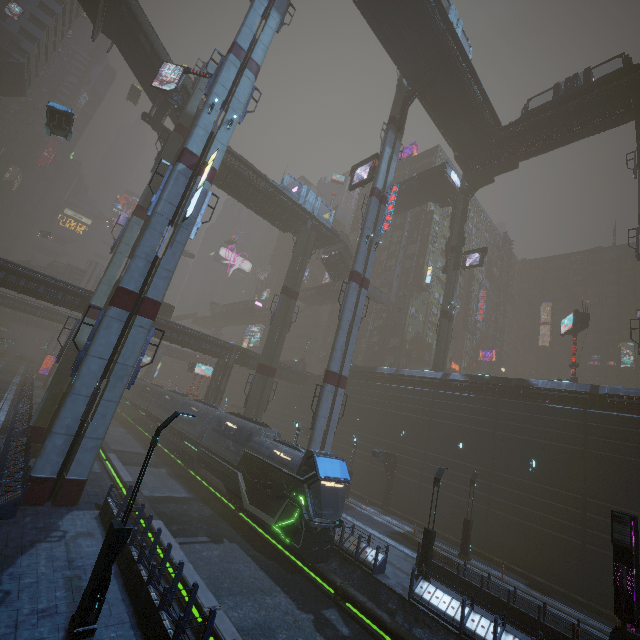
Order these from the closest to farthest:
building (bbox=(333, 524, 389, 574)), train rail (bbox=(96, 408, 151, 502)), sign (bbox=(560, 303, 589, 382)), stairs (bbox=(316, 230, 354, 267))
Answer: building (bbox=(333, 524, 389, 574)) → train rail (bbox=(96, 408, 151, 502)) → sign (bbox=(560, 303, 589, 382)) → stairs (bbox=(316, 230, 354, 267))

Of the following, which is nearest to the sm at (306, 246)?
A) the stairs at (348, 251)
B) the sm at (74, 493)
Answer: the stairs at (348, 251)

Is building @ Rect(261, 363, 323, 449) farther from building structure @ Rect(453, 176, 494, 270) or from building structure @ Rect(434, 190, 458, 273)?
building structure @ Rect(453, 176, 494, 270)

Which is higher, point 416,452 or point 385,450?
point 416,452

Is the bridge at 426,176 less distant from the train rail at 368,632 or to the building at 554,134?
the building at 554,134

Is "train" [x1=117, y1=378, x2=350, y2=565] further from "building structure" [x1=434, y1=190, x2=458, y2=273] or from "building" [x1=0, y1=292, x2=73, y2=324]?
"building structure" [x1=434, y1=190, x2=458, y2=273]

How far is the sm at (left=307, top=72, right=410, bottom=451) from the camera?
24.95m

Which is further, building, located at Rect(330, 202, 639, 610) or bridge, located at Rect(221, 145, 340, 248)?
bridge, located at Rect(221, 145, 340, 248)
